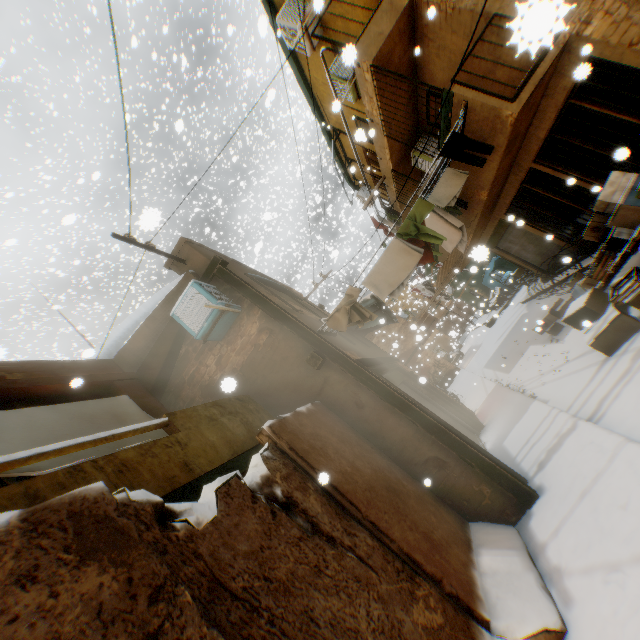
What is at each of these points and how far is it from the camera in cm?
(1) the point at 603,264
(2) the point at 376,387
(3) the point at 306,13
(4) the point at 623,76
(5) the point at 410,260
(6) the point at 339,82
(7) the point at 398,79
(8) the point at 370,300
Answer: (1) wooden box, 604
(2) wooden beam, 538
(3) building, 800
(4) building, 557
(5) clothes, 614
(6) window air conditioner, 898
(7) building, 753
(8) awning, 830

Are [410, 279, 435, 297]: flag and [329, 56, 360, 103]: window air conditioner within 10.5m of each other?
no

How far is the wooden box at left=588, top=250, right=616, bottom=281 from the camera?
6.0 meters

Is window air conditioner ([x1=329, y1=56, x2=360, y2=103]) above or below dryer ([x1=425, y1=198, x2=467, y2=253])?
above

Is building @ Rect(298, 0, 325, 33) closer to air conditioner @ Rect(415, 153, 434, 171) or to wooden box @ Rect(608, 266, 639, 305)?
air conditioner @ Rect(415, 153, 434, 171)

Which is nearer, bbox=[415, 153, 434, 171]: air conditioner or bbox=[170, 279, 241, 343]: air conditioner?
bbox=[170, 279, 241, 343]: air conditioner

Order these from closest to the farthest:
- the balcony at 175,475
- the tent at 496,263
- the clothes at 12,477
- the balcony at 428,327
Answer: the balcony at 175,475 → the clothes at 12,477 → the balcony at 428,327 → the tent at 496,263

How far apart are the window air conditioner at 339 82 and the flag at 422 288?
11.46m
